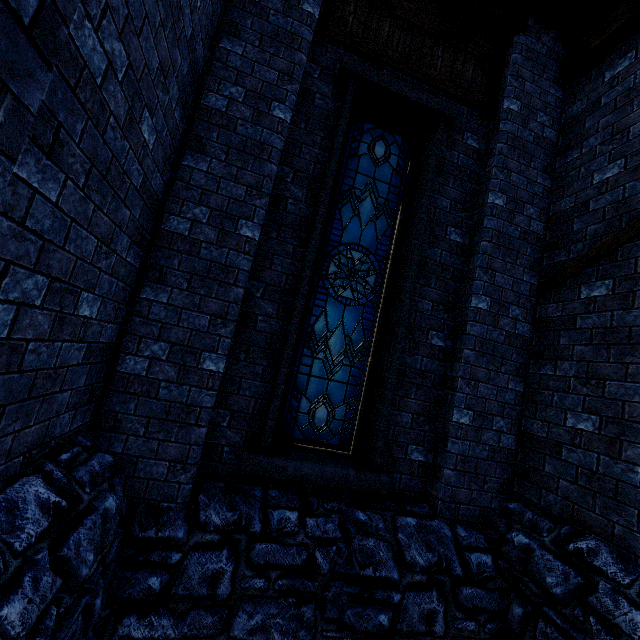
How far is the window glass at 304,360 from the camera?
4.1m

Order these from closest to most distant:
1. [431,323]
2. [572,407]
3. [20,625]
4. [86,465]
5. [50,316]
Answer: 1. [20,625]
2. [50,316]
3. [86,465]
4. [572,407]
5. [431,323]

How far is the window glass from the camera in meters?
4.1

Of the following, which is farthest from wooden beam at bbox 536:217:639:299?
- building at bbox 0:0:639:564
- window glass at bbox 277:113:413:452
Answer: window glass at bbox 277:113:413:452

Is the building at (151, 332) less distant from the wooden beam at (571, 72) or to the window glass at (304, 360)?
the wooden beam at (571, 72)

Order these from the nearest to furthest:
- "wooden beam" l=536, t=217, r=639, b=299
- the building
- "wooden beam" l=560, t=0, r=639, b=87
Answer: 1. the building
2. "wooden beam" l=536, t=217, r=639, b=299
3. "wooden beam" l=560, t=0, r=639, b=87

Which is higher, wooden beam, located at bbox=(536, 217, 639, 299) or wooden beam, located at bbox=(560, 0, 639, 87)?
wooden beam, located at bbox=(560, 0, 639, 87)

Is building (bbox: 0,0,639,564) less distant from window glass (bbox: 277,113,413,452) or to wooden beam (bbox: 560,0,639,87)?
wooden beam (bbox: 560,0,639,87)
